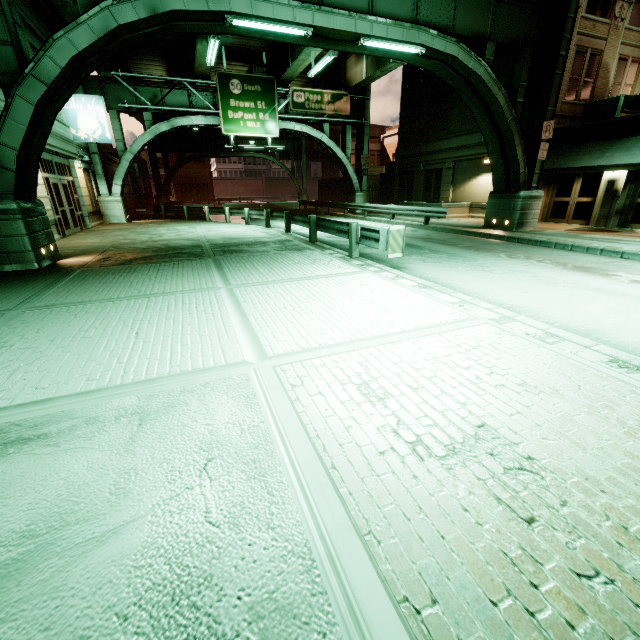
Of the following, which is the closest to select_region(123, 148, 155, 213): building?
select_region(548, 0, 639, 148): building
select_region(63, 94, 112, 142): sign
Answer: select_region(63, 94, 112, 142): sign

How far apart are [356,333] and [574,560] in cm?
308

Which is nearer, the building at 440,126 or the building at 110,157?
the building at 440,126

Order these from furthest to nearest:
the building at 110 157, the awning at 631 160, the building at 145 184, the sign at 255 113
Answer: the building at 145 184 → the building at 110 157 → the sign at 255 113 → the awning at 631 160

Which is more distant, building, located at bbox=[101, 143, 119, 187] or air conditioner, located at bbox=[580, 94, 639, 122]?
building, located at bbox=[101, 143, 119, 187]

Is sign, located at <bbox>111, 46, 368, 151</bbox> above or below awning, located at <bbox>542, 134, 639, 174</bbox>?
above

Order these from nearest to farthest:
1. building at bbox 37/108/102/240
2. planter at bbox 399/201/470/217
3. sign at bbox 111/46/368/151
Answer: building at bbox 37/108/102/240
sign at bbox 111/46/368/151
planter at bbox 399/201/470/217

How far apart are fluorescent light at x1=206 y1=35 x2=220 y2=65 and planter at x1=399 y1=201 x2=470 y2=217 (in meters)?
15.33
